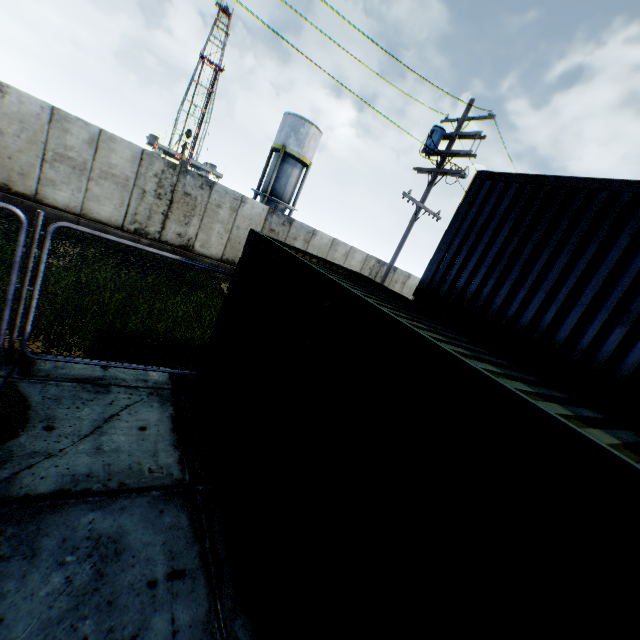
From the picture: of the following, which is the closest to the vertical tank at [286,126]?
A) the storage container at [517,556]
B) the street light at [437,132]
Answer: the street light at [437,132]

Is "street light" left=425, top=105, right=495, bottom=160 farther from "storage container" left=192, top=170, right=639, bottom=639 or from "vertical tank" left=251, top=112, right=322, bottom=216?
"vertical tank" left=251, top=112, right=322, bottom=216

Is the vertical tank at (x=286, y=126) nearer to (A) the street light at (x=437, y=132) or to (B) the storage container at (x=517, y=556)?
(A) the street light at (x=437, y=132)

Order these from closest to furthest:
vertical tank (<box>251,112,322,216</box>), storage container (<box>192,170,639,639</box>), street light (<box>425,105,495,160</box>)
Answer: storage container (<box>192,170,639,639</box>)
street light (<box>425,105,495,160</box>)
vertical tank (<box>251,112,322,216</box>)

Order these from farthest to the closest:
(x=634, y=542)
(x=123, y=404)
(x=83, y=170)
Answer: (x=83, y=170) → (x=123, y=404) → (x=634, y=542)

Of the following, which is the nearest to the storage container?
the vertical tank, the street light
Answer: the street light

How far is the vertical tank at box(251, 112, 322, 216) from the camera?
29.9 meters
